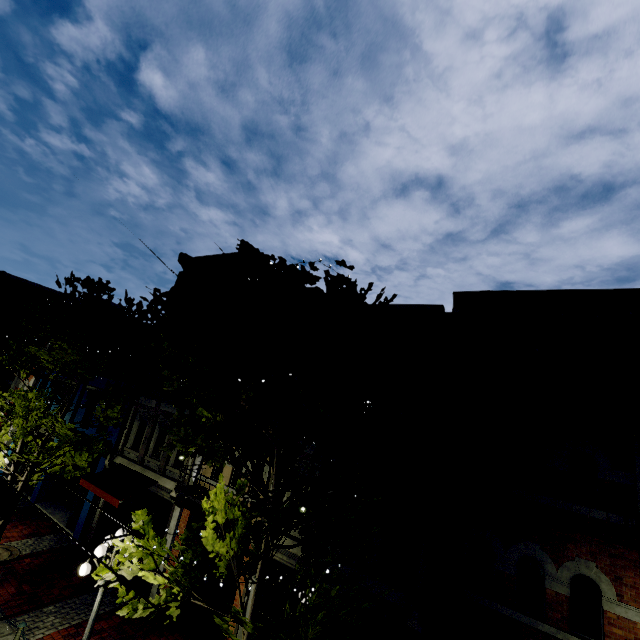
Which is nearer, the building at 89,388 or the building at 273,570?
the building at 273,570

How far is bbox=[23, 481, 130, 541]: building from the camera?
14.3m

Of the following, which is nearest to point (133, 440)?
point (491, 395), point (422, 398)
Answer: point (422, 398)

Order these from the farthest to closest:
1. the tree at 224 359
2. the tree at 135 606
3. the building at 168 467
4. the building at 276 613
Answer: the building at 168 467 < the building at 276 613 < the tree at 135 606 < the tree at 224 359

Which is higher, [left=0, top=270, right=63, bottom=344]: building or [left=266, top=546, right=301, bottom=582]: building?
[left=0, top=270, right=63, bottom=344]: building

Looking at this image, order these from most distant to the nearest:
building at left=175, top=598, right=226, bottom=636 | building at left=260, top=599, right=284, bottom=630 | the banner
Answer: building at left=175, top=598, right=226, bottom=636 < building at left=260, top=599, right=284, bottom=630 < the banner

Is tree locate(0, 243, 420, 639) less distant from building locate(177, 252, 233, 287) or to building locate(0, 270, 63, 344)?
building locate(177, 252, 233, 287)
